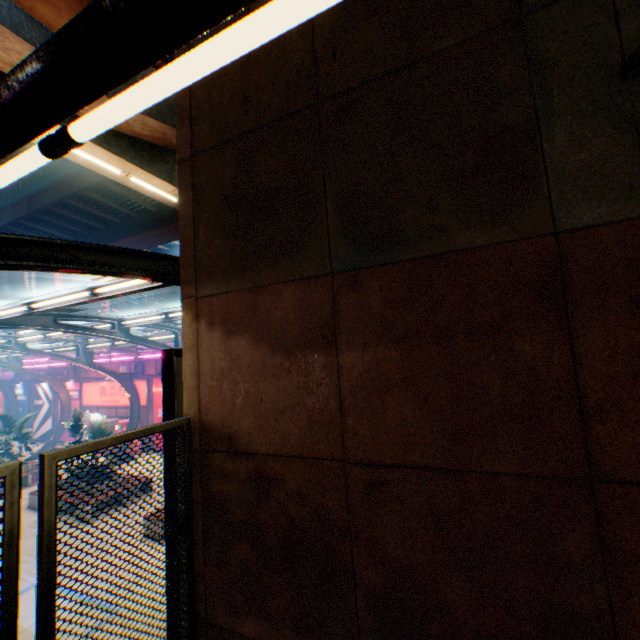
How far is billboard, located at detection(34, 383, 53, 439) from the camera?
24.72m

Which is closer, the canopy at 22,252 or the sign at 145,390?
the canopy at 22,252

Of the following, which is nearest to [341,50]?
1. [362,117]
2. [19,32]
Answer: [362,117]

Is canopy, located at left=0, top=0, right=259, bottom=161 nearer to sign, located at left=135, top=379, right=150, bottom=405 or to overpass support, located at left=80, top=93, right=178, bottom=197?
sign, located at left=135, top=379, right=150, bottom=405

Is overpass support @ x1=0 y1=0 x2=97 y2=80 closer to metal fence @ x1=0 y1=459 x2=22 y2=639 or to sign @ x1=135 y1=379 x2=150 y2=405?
metal fence @ x1=0 y1=459 x2=22 y2=639

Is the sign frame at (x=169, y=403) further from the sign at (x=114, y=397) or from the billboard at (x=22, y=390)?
the billboard at (x=22, y=390)

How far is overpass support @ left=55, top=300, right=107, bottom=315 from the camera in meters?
37.8 m

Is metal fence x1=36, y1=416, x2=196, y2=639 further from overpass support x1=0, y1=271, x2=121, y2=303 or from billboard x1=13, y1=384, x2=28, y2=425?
billboard x1=13, y1=384, x2=28, y2=425
